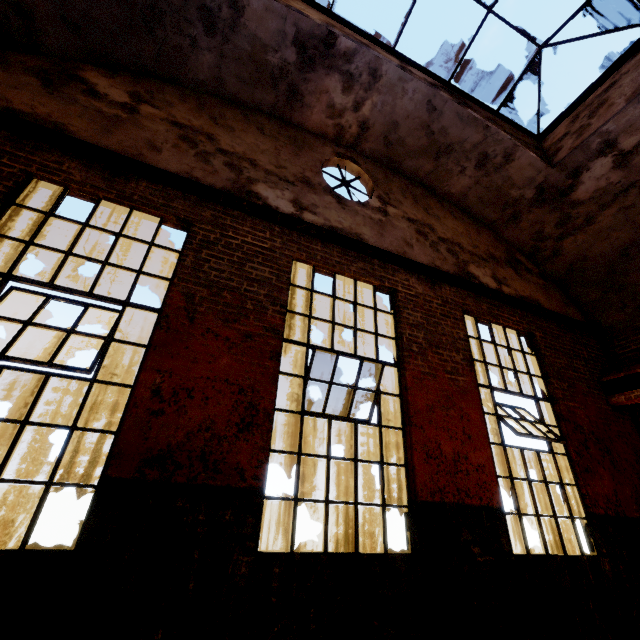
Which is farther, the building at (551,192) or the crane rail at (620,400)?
the crane rail at (620,400)

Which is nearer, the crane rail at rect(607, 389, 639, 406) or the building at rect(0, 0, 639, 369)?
the building at rect(0, 0, 639, 369)

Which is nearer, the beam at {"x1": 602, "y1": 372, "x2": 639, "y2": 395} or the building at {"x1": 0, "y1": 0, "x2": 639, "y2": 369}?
the building at {"x1": 0, "y1": 0, "x2": 639, "y2": 369}

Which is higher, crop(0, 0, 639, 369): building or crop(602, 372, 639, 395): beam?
crop(0, 0, 639, 369): building

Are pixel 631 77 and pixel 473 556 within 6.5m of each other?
no

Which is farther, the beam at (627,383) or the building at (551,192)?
the beam at (627,383)

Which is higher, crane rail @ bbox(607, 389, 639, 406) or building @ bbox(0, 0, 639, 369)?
building @ bbox(0, 0, 639, 369)

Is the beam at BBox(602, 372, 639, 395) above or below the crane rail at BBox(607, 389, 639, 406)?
above
